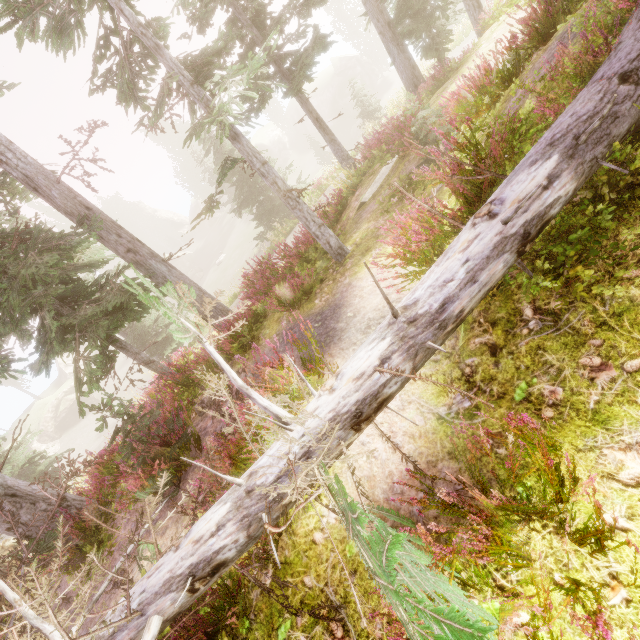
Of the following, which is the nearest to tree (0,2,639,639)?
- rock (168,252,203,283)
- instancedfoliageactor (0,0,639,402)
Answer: instancedfoliageactor (0,0,639,402)

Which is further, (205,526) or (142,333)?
(142,333)

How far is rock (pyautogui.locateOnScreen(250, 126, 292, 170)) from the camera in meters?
53.1 m

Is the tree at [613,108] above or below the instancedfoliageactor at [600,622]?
above

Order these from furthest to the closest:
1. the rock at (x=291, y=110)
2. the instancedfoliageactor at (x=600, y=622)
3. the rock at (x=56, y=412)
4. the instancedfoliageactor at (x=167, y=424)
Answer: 1. the rock at (x=291, y=110)
2. the rock at (x=56, y=412)
3. the instancedfoliageactor at (x=167, y=424)
4. the instancedfoliageactor at (x=600, y=622)

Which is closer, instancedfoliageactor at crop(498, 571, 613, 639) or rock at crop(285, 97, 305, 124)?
instancedfoliageactor at crop(498, 571, 613, 639)

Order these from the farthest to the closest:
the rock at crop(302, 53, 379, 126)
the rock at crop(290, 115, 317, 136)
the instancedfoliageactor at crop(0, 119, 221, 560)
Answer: the rock at crop(290, 115, 317, 136) < the rock at crop(302, 53, 379, 126) < the instancedfoliageactor at crop(0, 119, 221, 560)
